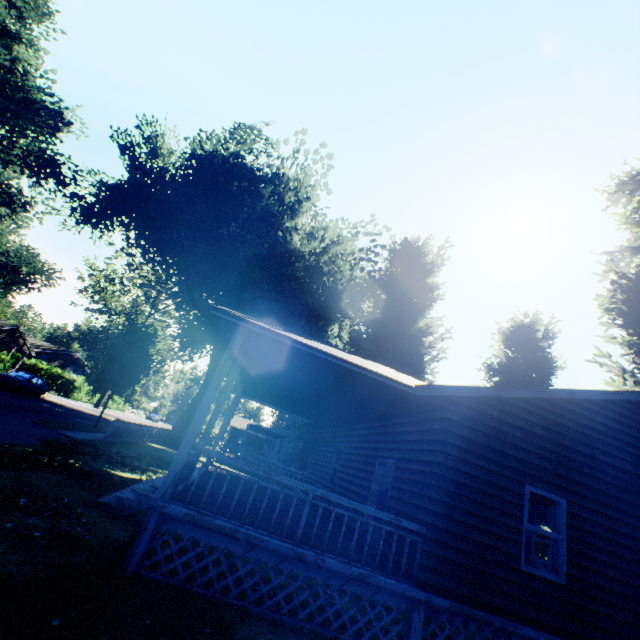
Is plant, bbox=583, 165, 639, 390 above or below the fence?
above

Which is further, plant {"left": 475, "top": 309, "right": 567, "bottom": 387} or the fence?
plant {"left": 475, "top": 309, "right": 567, "bottom": 387}

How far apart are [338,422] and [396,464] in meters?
6.1 m

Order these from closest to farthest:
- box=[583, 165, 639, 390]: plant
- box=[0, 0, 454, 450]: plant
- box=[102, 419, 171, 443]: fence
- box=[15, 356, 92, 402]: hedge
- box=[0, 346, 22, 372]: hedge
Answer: box=[583, 165, 639, 390]: plant, box=[102, 419, 171, 443]: fence, box=[0, 0, 454, 450]: plant, box=[0, 346, 22, 372]: hedge, box=[15, 356, 92, 402]: hedge

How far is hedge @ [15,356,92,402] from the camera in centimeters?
4259cm

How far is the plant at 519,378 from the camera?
21.83m

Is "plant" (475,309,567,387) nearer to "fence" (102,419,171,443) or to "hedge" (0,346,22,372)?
"fence" (102,419,171,443)

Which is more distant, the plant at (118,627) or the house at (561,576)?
the house at (561,576)
